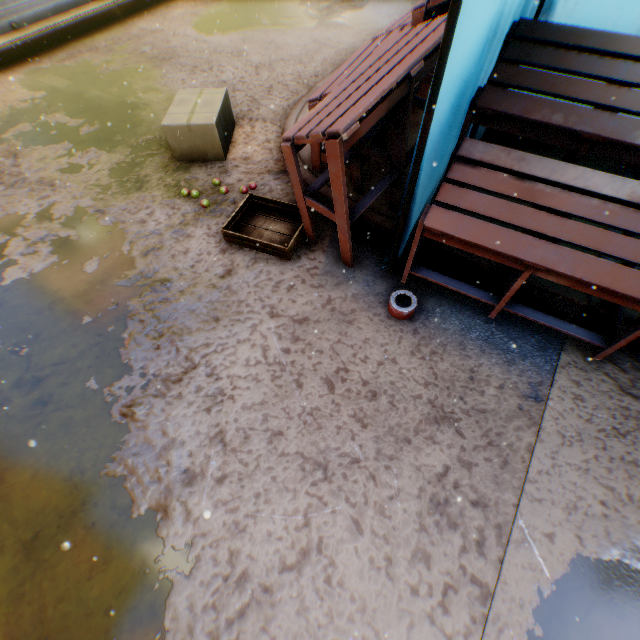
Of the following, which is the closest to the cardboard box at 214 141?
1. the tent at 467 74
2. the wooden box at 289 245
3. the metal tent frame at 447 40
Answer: the wooden box at 289 245

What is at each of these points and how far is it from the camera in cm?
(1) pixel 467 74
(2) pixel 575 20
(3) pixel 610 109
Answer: (1) tent, 178
(2) tent, 276
(3) table, 160

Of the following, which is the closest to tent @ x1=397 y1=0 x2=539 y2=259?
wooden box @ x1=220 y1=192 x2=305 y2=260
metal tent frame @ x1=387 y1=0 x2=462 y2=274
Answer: metal tent frame @ x1=387 y1=0 x2=462 y2=274

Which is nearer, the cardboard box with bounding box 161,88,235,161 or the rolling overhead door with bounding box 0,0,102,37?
the cardboard box with bounding box 161,88,235,161

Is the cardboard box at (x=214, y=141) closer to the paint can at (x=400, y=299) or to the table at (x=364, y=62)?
the table at (x=364, y=62)

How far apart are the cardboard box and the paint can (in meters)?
2.46

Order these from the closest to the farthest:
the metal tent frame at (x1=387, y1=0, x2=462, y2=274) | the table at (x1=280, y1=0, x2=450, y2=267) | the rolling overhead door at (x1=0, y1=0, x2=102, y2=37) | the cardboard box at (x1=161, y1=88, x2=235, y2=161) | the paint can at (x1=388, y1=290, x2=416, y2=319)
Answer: the metal tent frame at (x1=387, y1=0, x2=462, y2=274) → the table at (x1=280, y1=0, x2=450, y2=267) → the paint can at (x1=388, y1=290, x2=416, y2=319) → the cardboard box at (x1=161, y1=88, x2=235, y2=161) → the rolling overhead door at (x1=0, y1=0, x2=102, y2=37)

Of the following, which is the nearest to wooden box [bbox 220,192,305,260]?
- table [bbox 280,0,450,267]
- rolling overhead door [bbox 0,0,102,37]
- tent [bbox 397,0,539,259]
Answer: table [bbox 280,0,450,267]
